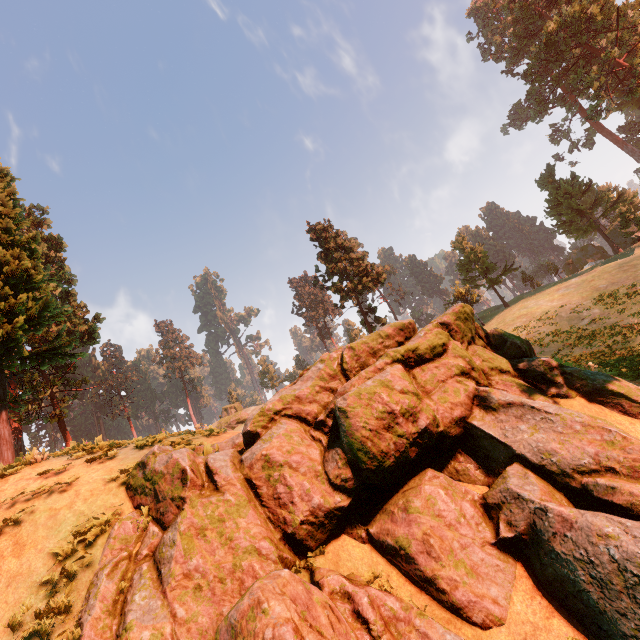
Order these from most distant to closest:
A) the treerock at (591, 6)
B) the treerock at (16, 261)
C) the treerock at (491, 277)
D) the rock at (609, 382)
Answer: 1. the treerock at (491, 277)
2. the treerock at (591, 6)
3. the treerock at (16, 261)
4. the rock at (609, 382)

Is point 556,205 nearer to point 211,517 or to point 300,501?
point 300,501

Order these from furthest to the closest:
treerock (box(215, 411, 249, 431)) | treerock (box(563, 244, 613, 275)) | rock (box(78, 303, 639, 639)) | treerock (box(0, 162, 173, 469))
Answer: treerock (box(563, 244, 613, 275)) < treerock (box(215, 411, 249, 431)) < treerock (box(0, 162, 173, 469)) < rock (box(78, 303, 639, 639))

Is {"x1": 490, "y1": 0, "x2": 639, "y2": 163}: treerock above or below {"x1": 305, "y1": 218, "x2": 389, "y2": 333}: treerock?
above

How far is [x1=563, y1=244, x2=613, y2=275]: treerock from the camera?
55.1m

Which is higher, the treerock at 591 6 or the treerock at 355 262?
the treerock at 591 6

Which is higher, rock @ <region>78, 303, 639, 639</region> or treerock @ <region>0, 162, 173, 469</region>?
treerock @ <region>0, 162, 173, 469</region>
